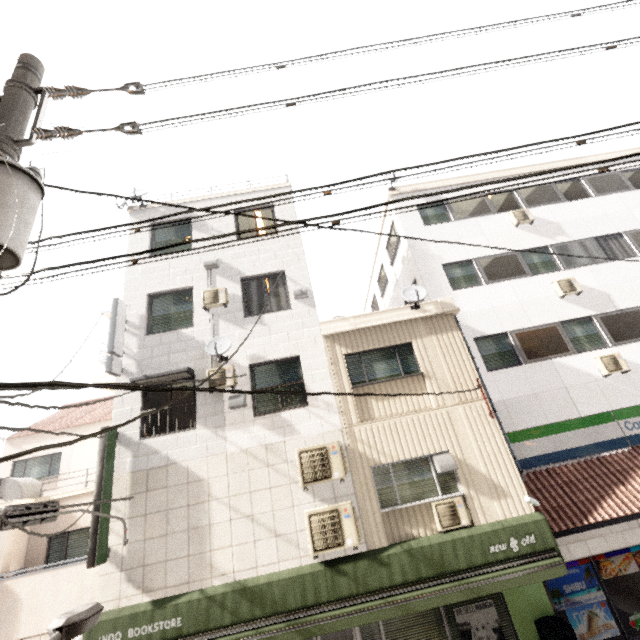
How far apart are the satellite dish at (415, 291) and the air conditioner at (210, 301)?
5.2 meters

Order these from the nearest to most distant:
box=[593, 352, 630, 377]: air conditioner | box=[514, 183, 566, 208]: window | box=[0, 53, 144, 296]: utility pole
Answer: box=[0, 53, 144, 296]: utility pole
box=[593, 352, 630, 377]: air conditioner
box=[514, 183, 566, 208]: window

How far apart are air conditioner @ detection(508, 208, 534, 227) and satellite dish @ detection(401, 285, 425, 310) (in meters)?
5.87

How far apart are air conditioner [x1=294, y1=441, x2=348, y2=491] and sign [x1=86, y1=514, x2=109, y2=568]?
4.4 meters

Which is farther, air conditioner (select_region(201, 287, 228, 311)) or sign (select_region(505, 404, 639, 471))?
air conditioner (select_region(201, 287, 228, 311))

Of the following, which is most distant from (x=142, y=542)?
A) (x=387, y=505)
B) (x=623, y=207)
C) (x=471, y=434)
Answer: (x=623, y=207)

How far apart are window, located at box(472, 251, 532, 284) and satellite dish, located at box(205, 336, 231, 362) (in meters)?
8.81

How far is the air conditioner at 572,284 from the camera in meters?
10.9
